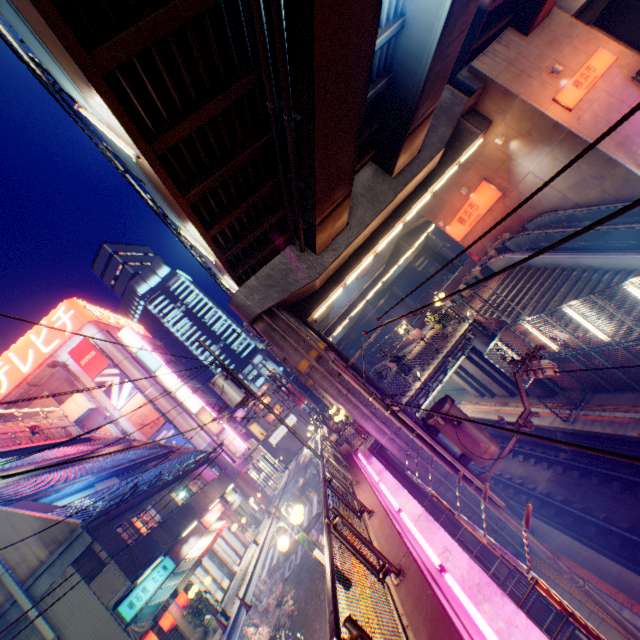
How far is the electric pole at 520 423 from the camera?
7.9 meters

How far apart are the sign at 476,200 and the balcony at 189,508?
27.50m

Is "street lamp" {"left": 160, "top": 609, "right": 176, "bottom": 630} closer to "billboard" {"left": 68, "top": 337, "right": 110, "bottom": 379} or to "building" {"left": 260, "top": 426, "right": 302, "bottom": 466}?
"billboard" {"left": 68, "top": 337, "right": 110, "bottom": 379}

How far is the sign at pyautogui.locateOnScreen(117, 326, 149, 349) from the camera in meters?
38.1 m

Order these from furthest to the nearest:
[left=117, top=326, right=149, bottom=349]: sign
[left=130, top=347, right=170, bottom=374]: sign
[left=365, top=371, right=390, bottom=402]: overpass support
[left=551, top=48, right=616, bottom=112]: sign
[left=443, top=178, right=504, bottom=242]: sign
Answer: [left=117, top=326, right=149, bottom=349]: sign → [left=130, top=347, right=170, bottom=374]: sign → [left=443, top=178, right=504, bottom=242]: sign → [left=551, top=48, right=616, bottom=112]: sign → [left=365, top=371, right=390, bottom=402]: overpass support

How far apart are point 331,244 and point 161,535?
16.6 meters

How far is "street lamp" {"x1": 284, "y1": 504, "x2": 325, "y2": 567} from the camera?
7.8 meters

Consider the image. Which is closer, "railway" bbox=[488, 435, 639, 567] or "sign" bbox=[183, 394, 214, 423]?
"railway" bbox=[488, 435, 639, 567]
